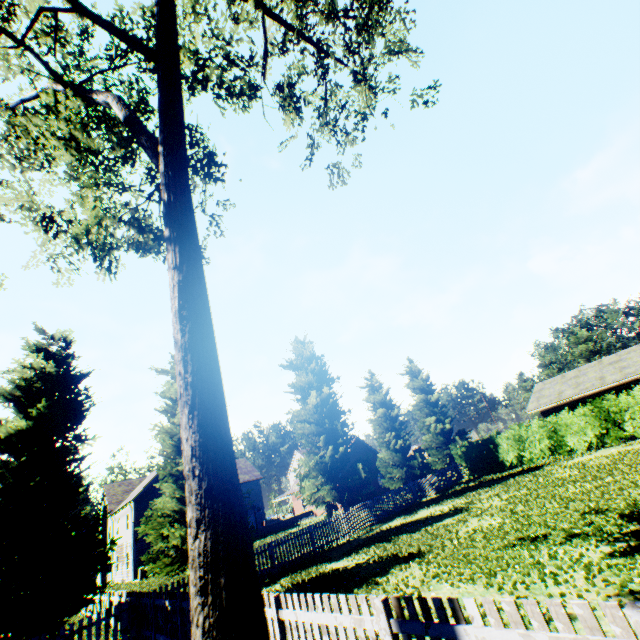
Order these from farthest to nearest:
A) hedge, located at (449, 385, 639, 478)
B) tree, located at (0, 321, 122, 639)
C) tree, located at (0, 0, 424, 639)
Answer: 1. hedge, located at (449, 385, 639, 478)
2. tree, located at (0, 321, 122, 639)
3. tree, located at (0, 0, 424, 639)

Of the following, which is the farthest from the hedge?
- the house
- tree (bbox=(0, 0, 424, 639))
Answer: tree (bbox=(0, 0, 424, 639))

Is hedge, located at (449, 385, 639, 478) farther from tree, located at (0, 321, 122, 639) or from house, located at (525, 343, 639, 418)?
tree, located at (0, 321, 122, 639)

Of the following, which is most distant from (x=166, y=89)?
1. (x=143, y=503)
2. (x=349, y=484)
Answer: (x=143, y=503)

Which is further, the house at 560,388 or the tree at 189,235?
the house at 560,388

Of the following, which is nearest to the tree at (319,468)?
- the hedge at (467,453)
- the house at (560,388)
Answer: the house at (560,388)
